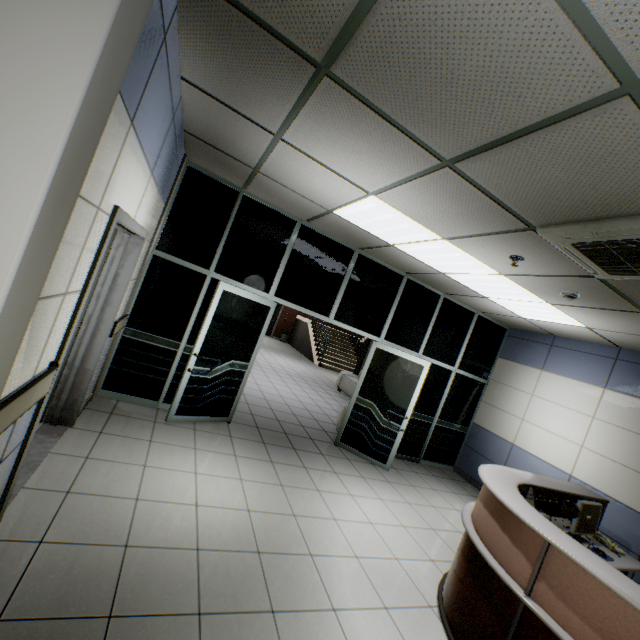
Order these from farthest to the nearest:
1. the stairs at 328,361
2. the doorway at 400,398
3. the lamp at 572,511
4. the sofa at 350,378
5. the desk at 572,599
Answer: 1. the stairs at 328,361
2. the sofa at 350,378
3. the doorway at 400,398
4. the lamp at 572,511
5. the desk at 572,599

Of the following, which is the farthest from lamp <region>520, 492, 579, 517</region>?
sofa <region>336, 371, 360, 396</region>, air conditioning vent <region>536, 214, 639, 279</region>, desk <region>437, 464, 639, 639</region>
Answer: sofa <region>336, 371, 360, 396</region>

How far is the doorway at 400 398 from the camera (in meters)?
5.42

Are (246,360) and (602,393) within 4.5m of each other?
no

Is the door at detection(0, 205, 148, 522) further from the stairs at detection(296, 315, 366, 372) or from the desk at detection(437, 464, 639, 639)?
the stairs at detection(296, 315, 366, 372)

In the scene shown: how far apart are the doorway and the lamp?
2.4m

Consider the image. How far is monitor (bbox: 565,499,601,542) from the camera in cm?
334

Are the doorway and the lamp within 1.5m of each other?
no
